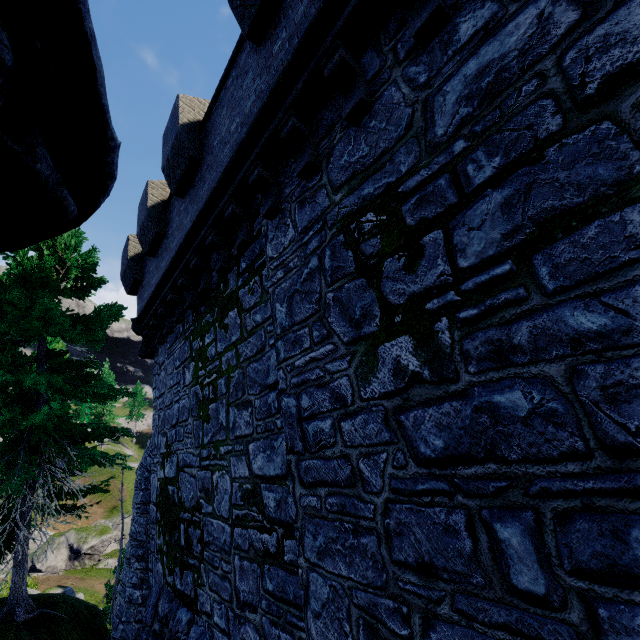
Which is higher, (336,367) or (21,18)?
(21,18)
